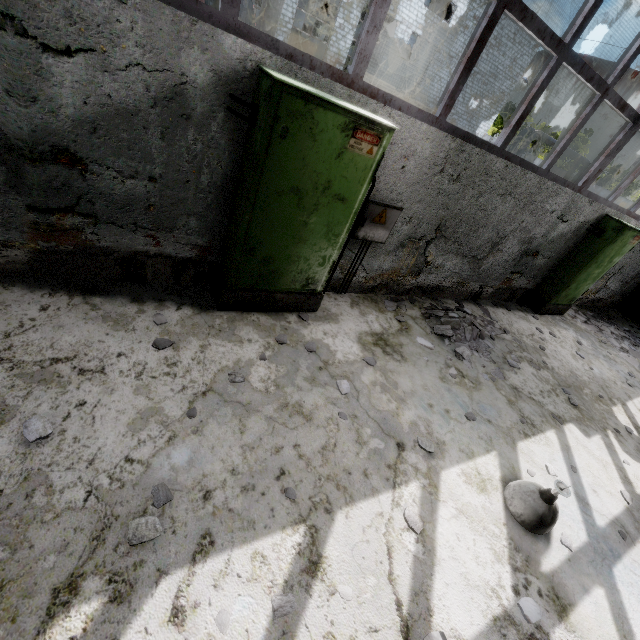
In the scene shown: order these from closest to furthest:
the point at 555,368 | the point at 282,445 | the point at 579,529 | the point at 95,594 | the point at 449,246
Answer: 1. the point at 95,594
2. the point at 282,445
3. the point at 579,529
4. the point at 449,246
5. the point at 555,368

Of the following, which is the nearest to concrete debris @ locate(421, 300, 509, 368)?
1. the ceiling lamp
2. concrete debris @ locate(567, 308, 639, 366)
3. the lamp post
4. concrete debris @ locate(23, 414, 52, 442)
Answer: the ceiling lamp

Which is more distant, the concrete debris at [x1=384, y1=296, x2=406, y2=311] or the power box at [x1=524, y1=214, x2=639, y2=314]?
the power box at [x1=524, y1=214, x2=639, y2=314]

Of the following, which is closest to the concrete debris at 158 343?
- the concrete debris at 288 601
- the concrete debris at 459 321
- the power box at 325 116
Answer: the power box at 325 116

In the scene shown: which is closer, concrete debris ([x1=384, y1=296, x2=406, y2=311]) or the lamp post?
concrete debris ([x1=384, y1=296, x2=406, y2=311])

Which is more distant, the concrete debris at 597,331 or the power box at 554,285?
the concrete debris at 597,331

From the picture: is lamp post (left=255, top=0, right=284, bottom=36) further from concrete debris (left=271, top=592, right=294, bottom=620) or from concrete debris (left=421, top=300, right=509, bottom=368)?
concrete debris (left=271, top=592, right=294, bottom=620)

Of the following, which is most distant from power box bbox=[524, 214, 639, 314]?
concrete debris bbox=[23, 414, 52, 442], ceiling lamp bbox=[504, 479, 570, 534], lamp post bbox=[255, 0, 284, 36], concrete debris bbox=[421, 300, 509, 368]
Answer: concrete debris bbox=[23, 414, 52, 442]
